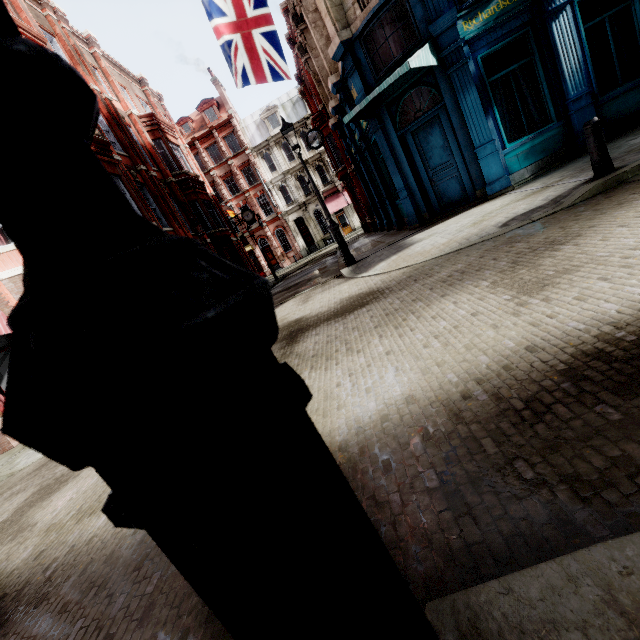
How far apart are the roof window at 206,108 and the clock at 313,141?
27.4 meters

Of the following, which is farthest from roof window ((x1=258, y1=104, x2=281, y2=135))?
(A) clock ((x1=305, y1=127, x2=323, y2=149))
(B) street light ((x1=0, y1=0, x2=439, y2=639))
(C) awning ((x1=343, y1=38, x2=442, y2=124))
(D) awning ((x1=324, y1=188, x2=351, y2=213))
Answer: (B) street light ((x1=0, y1=0, x2=439, y2=639))

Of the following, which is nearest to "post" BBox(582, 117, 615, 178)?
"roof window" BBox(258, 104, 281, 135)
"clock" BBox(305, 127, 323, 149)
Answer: "clock" BBox(305, 127, 323, 149)

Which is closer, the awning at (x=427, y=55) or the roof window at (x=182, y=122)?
the awning at (x=427, y=55)

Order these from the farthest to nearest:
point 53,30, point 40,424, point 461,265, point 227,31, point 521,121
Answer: point 53,30 → point 521,121 → point 227,31 → point 461,265 → point 40,424

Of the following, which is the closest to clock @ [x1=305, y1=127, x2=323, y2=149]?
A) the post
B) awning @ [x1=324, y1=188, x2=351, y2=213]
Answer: the post

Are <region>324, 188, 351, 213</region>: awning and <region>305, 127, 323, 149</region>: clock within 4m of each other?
no

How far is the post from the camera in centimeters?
539cm
